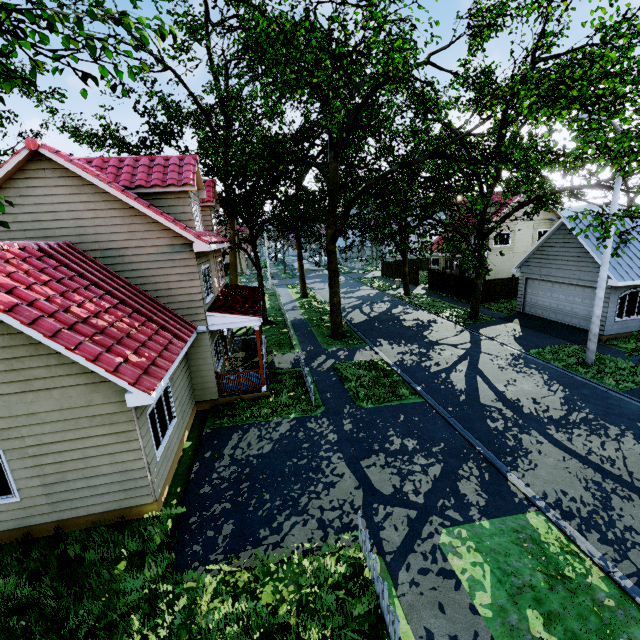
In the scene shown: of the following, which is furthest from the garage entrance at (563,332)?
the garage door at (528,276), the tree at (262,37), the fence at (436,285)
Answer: the fence at (436,285)

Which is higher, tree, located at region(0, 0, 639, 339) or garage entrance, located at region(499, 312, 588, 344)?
tree, located at region(0, 0, 639, 339)

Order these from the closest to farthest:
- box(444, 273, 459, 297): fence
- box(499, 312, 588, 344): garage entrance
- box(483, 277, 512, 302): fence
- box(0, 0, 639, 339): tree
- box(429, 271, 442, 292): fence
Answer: box(0, 0, 639, 339): tree, box(499, 312, 588, 344): garage entrance, box(483, 277, 512, 302): fence, box(444, 273, 459, 297): fence, box(429, 271, 442, 292): fence

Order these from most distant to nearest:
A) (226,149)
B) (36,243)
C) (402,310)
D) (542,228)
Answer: (542,228), (226,149), (402,310), (36,243)

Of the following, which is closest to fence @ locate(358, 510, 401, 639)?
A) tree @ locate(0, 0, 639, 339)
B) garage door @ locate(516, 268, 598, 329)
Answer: tree @ locate(0, 0, 639, 339)

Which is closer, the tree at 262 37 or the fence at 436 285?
the tree at 262 37

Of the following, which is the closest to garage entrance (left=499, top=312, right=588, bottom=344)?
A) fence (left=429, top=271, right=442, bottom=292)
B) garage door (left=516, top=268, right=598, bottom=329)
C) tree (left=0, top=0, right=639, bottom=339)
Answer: garage door (left=516, top=268, right=598, bottom=329)
